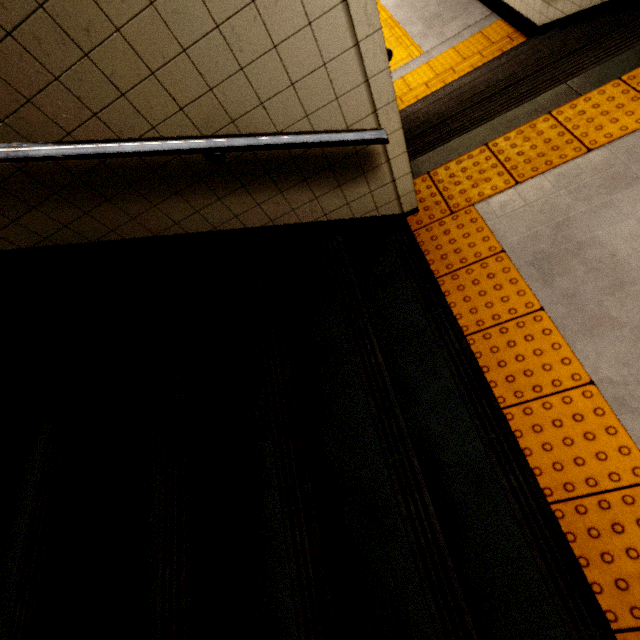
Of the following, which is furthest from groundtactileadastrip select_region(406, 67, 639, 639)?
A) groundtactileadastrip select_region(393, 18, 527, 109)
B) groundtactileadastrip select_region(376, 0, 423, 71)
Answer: groundtactileadastrip select_region(376, 0, 423, 71)

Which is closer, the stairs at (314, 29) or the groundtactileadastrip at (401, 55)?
the stairs at (314, 29)

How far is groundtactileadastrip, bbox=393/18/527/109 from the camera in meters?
5.1 m

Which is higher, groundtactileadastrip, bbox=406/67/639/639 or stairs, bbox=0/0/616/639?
stairs, bbox=0/0/616/639

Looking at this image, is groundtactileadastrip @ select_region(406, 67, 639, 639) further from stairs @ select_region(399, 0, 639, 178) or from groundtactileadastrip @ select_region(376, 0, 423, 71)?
groundtactileadastrip @ select_region(376, 0, 423, 71)

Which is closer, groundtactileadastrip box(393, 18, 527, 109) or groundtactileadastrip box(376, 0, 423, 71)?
groundtactileadastrip box(393, 18, 527, 109)

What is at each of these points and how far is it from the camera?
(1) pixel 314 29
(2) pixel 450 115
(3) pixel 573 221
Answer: (1) stairs, 1.2m
(2) stairs, 3.4m
(3) building, 2.0m

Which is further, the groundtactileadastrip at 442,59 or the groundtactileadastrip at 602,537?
the groundtactileadastrip at 442,59
